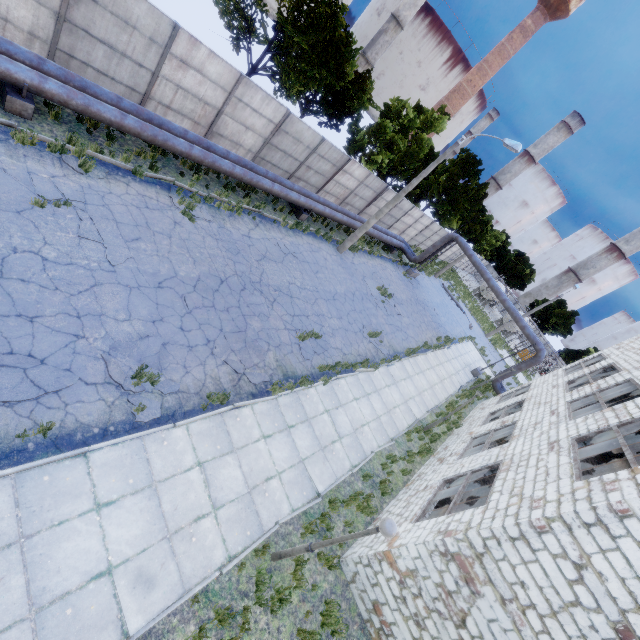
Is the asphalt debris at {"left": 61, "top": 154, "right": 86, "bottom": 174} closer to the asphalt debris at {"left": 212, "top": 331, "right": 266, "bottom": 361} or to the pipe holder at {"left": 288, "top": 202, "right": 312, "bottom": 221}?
the asphalt debris at {"left": 212, "top": 331, "right": 266, "bottom": 361}

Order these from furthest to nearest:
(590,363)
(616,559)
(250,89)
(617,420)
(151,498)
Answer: (590,363), (250,89), (617,420), (151,498), (616,559)

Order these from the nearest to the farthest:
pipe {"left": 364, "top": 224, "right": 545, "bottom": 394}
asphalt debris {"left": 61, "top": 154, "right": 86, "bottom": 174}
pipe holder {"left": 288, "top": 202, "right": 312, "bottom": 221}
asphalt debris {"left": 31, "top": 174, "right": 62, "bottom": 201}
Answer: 1. asphalt debris {"left": 31, "top": 174, "right": 62, "bottom": 201}
2. asphalt debris {"left": 61, "top": 154, "right": 86, "bottom": 174}
3. pipe holder {"left": 288, "top": 202, "right": 312, "bottom": 221}
4. pipe {"left": 364, "top": 224, "right": 545, "bottom": 394}

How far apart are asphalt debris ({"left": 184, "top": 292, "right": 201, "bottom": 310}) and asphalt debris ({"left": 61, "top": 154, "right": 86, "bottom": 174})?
4.5m

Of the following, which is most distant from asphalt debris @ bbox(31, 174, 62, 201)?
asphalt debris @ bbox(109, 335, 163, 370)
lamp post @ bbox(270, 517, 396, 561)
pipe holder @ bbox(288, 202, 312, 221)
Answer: pipe holder @ bbox(288, 202, 312, 221)

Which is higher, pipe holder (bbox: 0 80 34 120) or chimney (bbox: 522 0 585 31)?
chimney (bbox: 522 0 585 31)

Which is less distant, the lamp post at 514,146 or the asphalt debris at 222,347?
the asphalt debris at 222,347

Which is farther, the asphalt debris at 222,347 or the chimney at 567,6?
the chimney at 567,6
